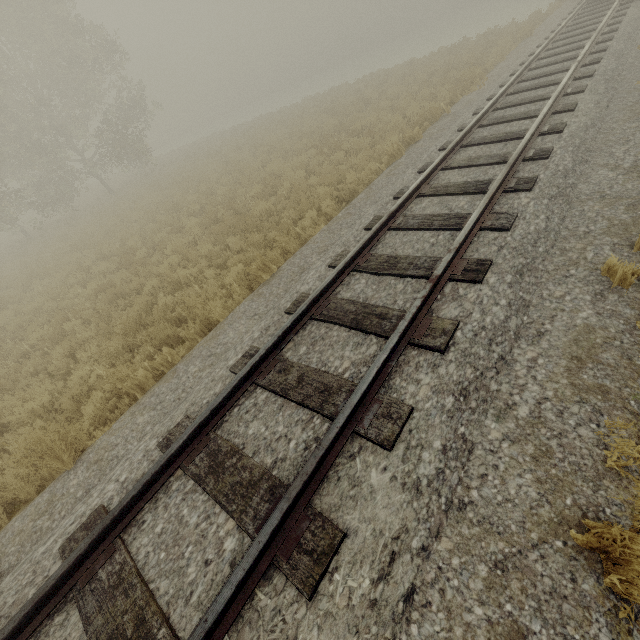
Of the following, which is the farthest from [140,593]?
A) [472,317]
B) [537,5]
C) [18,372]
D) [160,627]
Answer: [537,5]
